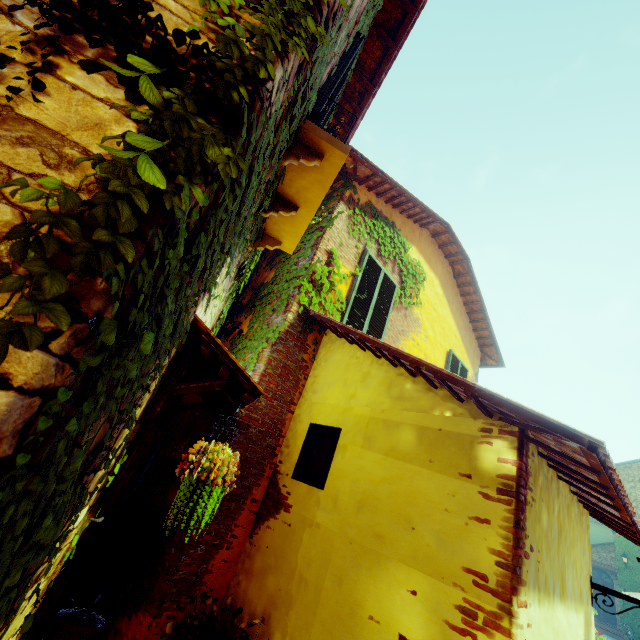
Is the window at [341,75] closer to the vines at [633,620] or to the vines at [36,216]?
the vines at [36,216]

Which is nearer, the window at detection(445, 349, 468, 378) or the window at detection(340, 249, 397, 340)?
the window at detection(340, 249, 397, 340)

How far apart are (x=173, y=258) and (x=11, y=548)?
1.1 meters

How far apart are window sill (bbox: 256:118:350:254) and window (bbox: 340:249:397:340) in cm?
180

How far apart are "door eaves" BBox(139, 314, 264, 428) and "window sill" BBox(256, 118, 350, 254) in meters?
1.2

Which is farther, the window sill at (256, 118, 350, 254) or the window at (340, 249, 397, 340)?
the window at (340, 249, 397, 340)

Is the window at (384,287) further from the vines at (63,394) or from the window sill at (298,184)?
the window sill at (298,184)

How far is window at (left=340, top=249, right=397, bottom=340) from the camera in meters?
5.5
